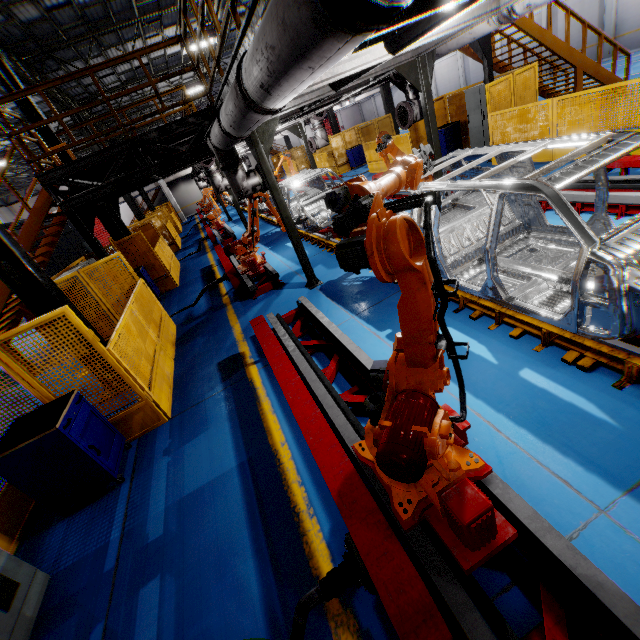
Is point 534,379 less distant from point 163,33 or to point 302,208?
point 302,208

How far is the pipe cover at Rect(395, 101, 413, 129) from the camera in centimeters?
733cm

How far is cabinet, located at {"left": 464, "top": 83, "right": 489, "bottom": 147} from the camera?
11.0m

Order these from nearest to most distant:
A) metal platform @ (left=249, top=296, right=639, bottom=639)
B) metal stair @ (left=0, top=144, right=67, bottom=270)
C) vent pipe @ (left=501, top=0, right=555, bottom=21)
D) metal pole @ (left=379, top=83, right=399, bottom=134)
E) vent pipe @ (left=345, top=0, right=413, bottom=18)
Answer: vent pipe @ (left=345, top=0, right=413, bottom=18)
metal platform @ (left=249, top=296, right=639, bottom=639)
vent pipe @ (left=501, top=0, right=555, bottom=21)
metal stair @ (left=0, top=144, right=67, bottom=270)
metal pole @ (left=379, top=83, right=399, bottom=134)

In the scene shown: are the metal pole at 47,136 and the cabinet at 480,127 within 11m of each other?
no

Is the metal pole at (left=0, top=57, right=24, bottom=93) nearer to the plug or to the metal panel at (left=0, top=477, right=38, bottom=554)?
the metal panel at (left=0, top=477, right=38, bottom=554)

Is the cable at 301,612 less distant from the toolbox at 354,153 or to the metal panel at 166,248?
the metal panel at 166,248

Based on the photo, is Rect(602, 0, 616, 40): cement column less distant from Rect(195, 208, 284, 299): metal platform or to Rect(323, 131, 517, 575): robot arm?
Rect(195, 208, 284, 299): metal platform
